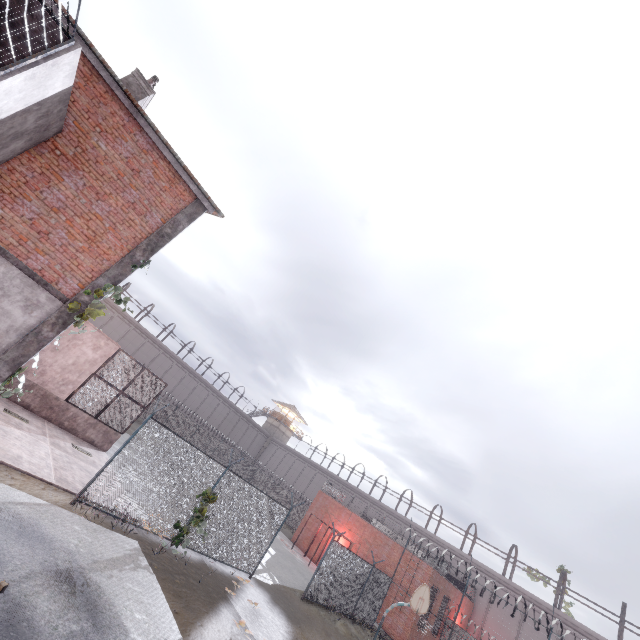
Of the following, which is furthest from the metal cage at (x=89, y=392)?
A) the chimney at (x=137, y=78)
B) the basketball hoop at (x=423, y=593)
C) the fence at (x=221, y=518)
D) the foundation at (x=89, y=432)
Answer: the basketball hoop at (x=423, y=593)

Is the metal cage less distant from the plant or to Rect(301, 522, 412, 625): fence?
Rect(301, 522, 412, 625): fence

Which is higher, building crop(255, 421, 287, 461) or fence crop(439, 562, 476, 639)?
building crop(255, 421, 287, 461)

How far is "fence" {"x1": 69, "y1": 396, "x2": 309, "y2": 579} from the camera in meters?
10.0 m

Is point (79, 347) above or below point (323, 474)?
below

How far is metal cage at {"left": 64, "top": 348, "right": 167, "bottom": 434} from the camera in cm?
1459

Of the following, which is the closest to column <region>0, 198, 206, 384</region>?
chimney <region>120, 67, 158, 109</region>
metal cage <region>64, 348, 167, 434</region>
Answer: chimney <region>120, 67, 158, 109</region>

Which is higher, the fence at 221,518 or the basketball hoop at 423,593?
the basketball hoop at 423,593
